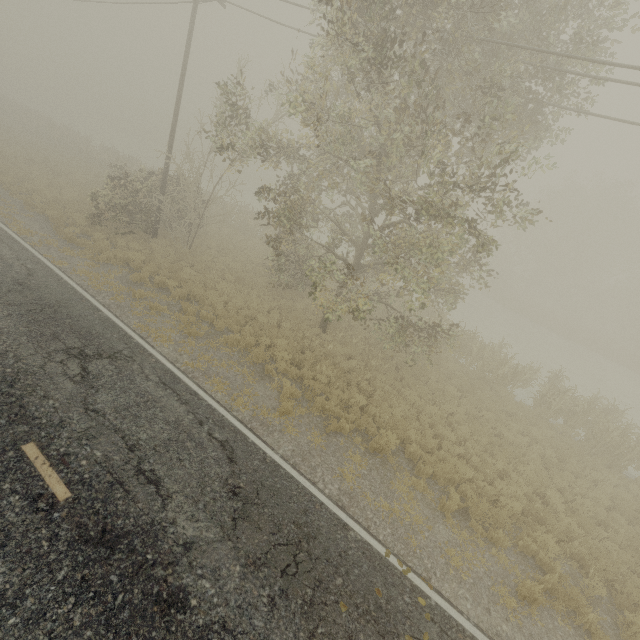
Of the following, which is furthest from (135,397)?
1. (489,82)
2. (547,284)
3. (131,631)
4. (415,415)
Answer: (547,284)
